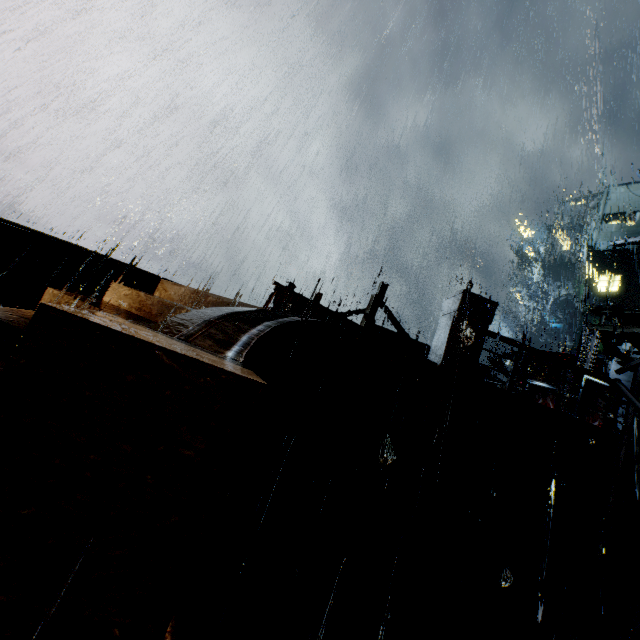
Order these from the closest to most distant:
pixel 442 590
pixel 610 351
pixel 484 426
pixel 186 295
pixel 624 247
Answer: pixel 442 590
pixel 484 426
pixel 186 295
pixel 610 351
pixel 624 247

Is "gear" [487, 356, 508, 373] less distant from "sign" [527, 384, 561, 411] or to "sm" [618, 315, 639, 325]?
"sm" [618, 315, 639, 325]

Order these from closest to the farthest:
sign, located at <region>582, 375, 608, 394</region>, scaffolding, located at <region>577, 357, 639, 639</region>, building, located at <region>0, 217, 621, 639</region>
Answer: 1. building, located at <region>0, 217, 621, 639</region>
2. scaffolding, located at <region>577, 357, 639, 639</region>
3. sign, located at <region>582, 375, 608, 394</region>

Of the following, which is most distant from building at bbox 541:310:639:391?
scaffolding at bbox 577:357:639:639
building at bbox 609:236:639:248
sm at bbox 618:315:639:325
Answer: building at bbox 609:236:639:248

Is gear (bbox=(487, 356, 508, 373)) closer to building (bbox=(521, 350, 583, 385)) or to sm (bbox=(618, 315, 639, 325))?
building (bbox=(521, 350, 583, 385))

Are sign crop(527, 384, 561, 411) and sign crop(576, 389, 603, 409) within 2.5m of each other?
yes

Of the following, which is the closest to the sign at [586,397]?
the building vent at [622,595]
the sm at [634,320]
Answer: the building vent at [622,595]

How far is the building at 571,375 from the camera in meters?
18.7 m
